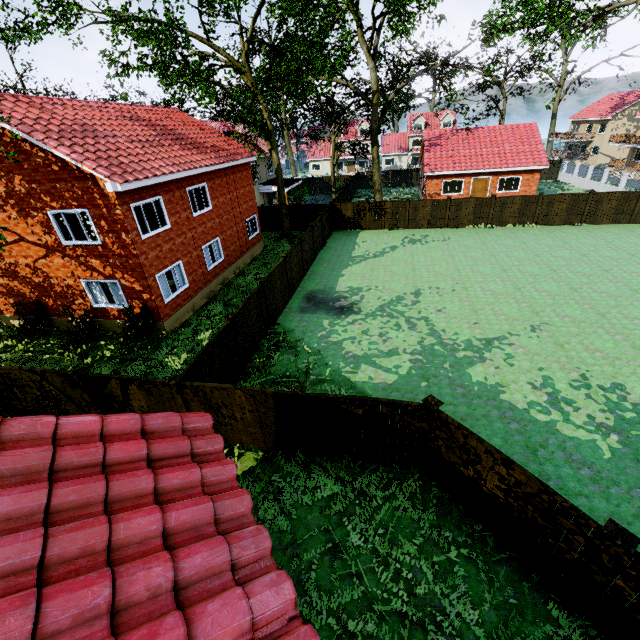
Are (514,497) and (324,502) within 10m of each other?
yes

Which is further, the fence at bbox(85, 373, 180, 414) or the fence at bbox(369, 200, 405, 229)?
the fence at bbox(369, 200, 405, 229)

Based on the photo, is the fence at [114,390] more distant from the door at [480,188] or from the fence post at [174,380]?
the door at [480,188]

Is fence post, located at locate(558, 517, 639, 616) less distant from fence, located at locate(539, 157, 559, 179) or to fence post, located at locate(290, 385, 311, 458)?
fence post, located at locate(290, 385, 311, 458)

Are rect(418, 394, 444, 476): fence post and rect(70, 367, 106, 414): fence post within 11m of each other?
yes

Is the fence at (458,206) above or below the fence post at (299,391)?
below

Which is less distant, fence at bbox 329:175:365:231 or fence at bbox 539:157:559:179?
fence at bbox 329:175:365:231

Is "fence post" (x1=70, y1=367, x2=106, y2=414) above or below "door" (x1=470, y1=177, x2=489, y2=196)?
above
